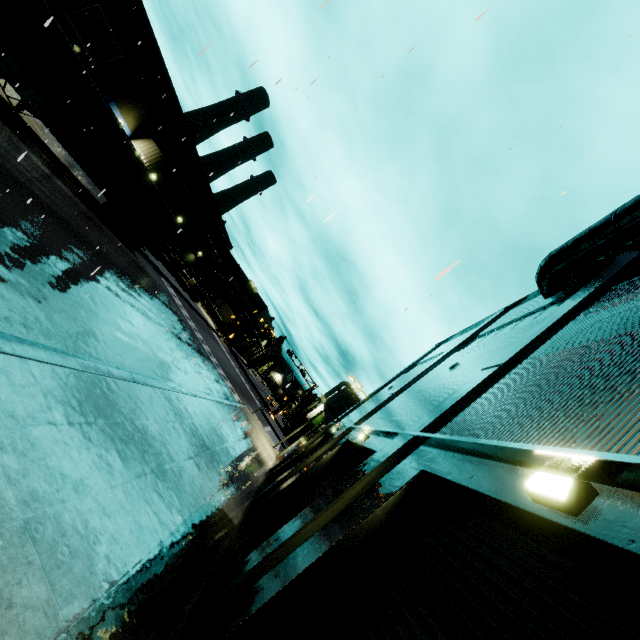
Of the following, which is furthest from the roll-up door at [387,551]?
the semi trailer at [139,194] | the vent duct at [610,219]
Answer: the vent duct at [610,219]

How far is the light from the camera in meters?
2.5

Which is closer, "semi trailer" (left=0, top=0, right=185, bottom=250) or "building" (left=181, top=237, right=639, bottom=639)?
"building" (left=181, top=237, right=639, bottom=639)

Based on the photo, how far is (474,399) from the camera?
6.58m

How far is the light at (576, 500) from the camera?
2.5 meters

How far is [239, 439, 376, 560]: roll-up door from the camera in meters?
9.2

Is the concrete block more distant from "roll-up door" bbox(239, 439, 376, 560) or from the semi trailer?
"roll-up door" bbox(239, 439, 376, 560)

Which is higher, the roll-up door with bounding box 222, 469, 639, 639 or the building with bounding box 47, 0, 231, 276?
the building with bounding box 47, 0, 231, 276
